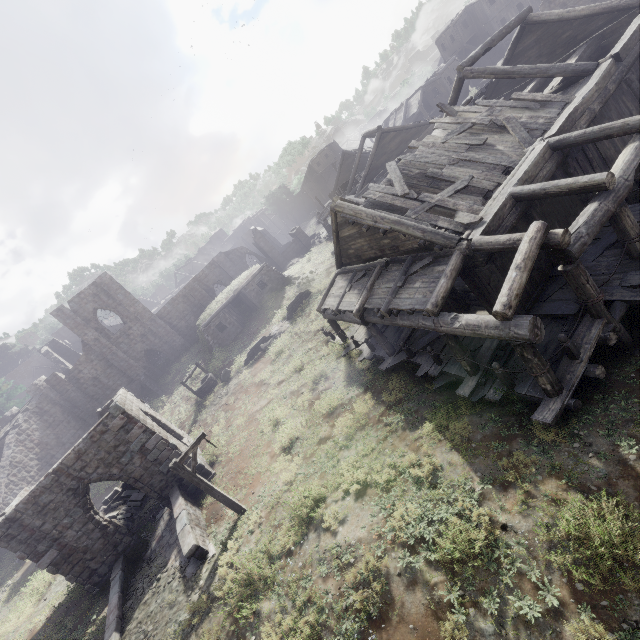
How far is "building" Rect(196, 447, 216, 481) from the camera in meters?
15.4

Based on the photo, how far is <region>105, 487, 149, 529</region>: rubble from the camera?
17.09m

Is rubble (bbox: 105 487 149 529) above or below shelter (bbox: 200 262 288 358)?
below

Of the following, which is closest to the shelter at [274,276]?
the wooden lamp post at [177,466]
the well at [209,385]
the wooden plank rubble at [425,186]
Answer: the well at [209,385]

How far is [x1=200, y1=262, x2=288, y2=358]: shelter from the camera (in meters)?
28.08

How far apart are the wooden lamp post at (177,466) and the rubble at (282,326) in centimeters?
1284cm

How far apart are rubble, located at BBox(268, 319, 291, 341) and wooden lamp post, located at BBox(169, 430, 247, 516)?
12.8m

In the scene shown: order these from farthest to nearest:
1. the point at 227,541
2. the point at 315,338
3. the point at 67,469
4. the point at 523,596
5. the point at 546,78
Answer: the point at 315,338 < the point at 546,78 < the point at 67,469 < the point at 227,541 < the point at 523,596
